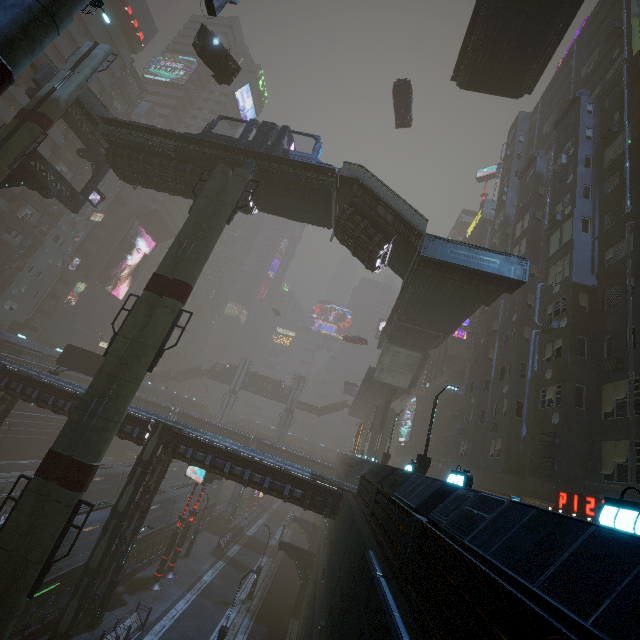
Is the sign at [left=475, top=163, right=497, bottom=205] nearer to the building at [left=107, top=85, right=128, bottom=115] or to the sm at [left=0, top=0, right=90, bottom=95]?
the building at [left=107, top=85, right=128, bottom=115]

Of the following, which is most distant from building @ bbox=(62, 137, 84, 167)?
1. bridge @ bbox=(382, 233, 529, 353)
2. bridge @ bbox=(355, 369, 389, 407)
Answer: bridge @ bbox=(355, 369, 389, 407)

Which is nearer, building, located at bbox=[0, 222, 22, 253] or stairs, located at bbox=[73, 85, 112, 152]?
stairs, located at bbox=[73, 85, 112, 152]

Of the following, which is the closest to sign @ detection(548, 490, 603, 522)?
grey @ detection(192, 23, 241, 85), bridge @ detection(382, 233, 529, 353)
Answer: grey @ detection(192, 23, 241, 85)

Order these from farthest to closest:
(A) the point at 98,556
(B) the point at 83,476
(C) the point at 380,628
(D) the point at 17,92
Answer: (D) the point at 17,92 < (A) the point at 98,556 < (B) the point at 83,476 < (C) the point at 380,628

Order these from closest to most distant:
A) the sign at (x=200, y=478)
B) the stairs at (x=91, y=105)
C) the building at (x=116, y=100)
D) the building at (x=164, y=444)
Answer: the building at (x=164, y=444) → the stairs at (x=91, y=105) → the sign at (x=200, y=478) → the building at (x=116, y=100)

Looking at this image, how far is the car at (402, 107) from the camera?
29.59m

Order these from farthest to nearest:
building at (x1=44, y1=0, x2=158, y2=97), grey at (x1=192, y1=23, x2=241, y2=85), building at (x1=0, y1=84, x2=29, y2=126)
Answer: building at (x1=44, y1=0, x2=158, y2=97) → building at (x1=0, y1=84, x2=29, y2=126) → grey at (x1=192, y1=23, x2=241, y2=85)
